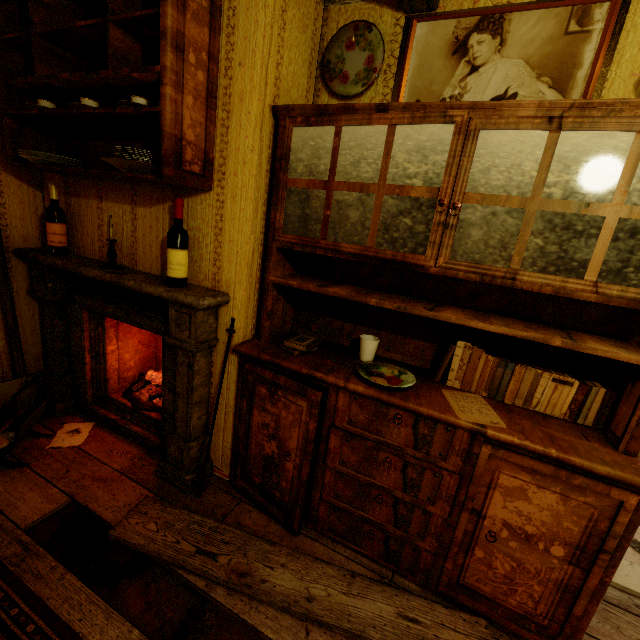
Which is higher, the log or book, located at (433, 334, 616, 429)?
book, located at (433, 334, 616, 429)

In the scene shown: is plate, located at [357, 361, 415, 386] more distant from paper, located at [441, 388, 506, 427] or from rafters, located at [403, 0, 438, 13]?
rafters, located at [403, 0, 438, 13]

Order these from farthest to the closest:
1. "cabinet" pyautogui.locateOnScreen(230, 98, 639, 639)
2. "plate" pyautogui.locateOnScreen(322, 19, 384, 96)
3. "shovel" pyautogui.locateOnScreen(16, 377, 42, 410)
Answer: "shovel" pyautogui.locateOnScreen(16, 377, 42, 410), "plate" pyautogui.locateOnScreen(322, 19, 384, 96), "cabinet" pyautogui.locateOnScreen(230, 98, 639, 639)

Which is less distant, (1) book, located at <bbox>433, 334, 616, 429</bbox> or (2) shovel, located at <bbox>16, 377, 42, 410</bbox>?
(1) book, located at <bbox>433, 334, 616, 429</bbox>

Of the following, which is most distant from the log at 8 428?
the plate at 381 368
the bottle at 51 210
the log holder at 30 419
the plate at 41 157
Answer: the plate at 381 368

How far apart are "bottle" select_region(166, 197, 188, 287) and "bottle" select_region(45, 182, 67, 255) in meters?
1.0

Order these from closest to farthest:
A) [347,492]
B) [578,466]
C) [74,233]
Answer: [578,466]
[347,492]
[74,233]

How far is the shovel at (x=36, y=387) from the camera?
2.3m
